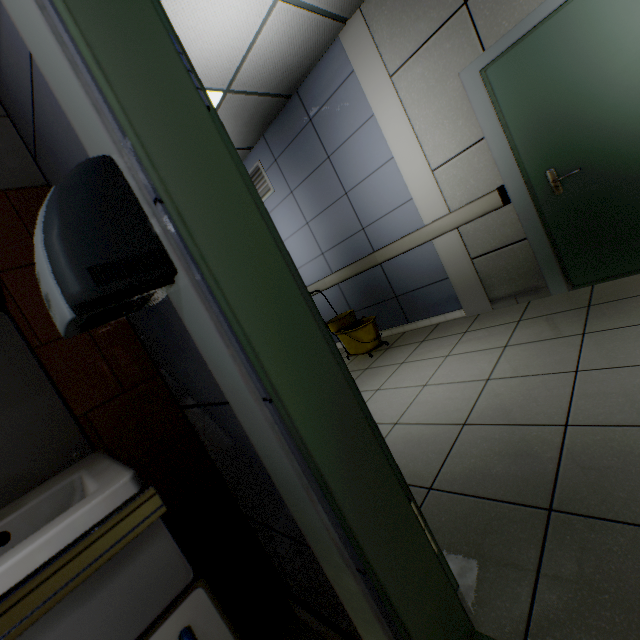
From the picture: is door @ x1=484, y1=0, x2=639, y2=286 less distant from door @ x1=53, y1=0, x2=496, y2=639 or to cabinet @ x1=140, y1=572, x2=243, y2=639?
door @ x1=53, y1=0, x2=496, y2=639

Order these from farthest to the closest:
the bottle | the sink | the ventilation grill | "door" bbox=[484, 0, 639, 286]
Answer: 1. the ventilation grill
2. the bottle
3. "door" bbox=[484, 0, 639, 286]
4. the sink

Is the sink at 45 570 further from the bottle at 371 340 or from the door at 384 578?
the bottle at 371 340

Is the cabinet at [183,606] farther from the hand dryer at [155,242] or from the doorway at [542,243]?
the doorway at [542,243]

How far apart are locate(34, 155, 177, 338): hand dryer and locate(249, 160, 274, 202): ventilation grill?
4.3 meters

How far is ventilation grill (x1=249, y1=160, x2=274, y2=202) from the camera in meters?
4.8

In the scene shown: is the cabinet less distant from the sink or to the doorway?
the sink

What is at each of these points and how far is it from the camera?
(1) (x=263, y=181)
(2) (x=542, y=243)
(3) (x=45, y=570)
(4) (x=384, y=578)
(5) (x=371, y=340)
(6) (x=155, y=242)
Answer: (1) ventilation grill, 4.8 meters
(2) doorway, 2.9 meters
(3) sink, 0.5 meters
(4) door, 0.8 meters
(5) bottle, 3.9 meters
(6) hand dryer, 0.7 meters
